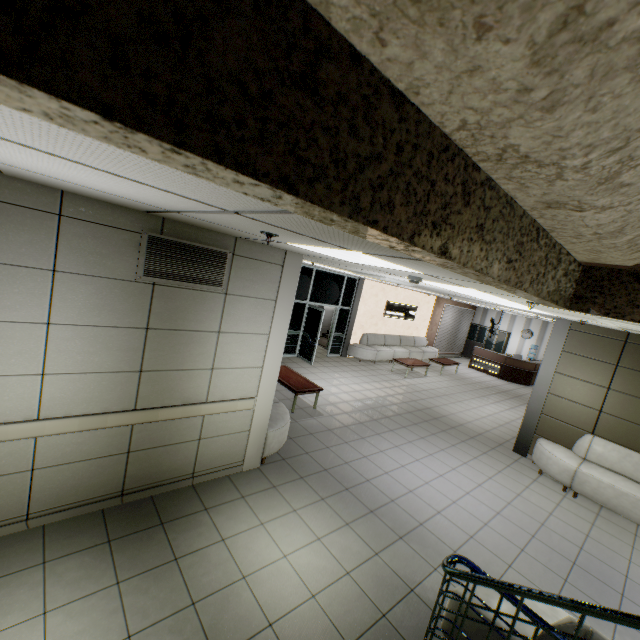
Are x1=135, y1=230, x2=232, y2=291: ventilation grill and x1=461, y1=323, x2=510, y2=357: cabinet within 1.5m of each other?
no

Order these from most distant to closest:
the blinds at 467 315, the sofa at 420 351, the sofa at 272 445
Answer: the blinds at 467 315 < the sofa at 420 351 < the sofa at 272 445

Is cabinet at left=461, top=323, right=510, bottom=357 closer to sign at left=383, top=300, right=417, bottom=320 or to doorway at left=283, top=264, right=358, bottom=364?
sign at left=383, top=300, right=417, bottom=320

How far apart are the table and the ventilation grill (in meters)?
3.68

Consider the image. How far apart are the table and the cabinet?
15.02m

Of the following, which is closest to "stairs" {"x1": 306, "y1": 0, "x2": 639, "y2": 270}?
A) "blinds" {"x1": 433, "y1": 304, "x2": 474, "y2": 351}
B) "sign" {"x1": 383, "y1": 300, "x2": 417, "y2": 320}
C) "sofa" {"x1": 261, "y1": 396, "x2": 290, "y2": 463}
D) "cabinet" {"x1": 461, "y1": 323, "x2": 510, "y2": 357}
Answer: "sofa" {"x1": 261, "y1": 396, "x2": 290, "y2": 463}

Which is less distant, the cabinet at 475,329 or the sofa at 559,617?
the sofa at 559,617

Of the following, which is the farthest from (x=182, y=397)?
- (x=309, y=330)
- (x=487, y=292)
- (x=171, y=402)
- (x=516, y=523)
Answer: (x=309, y=330)
